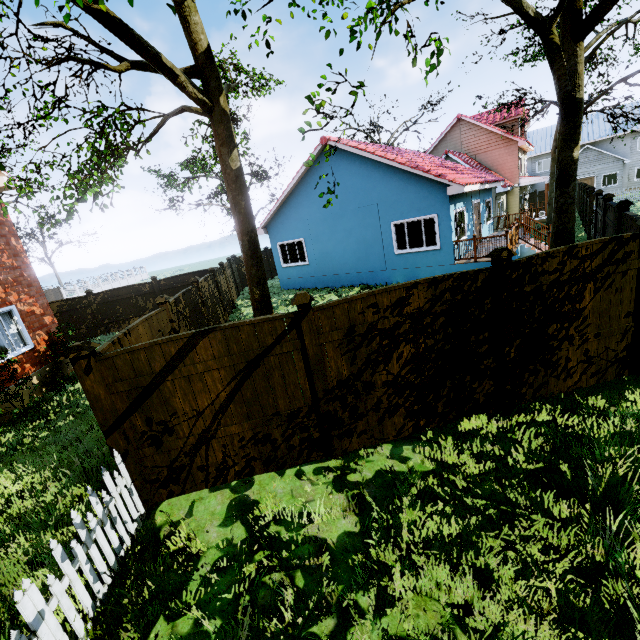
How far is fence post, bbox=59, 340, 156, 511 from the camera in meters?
3.9

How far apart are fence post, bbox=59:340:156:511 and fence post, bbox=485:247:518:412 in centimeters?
544cm

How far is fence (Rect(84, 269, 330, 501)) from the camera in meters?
4.2 m

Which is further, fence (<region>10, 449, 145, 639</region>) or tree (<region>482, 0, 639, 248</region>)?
tree (<region>482, 0, 639, 248</region>)

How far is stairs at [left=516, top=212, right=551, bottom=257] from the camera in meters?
14.1 m

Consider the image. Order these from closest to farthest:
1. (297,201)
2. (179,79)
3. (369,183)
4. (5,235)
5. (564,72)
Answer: (179,79), (564,72), (5,235), (369,183), (297,201)

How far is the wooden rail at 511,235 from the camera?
12.1m

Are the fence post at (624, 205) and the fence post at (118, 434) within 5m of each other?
no
